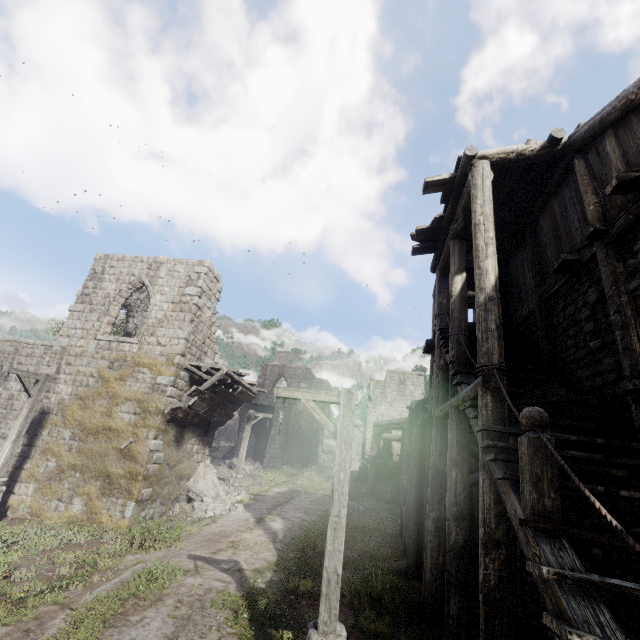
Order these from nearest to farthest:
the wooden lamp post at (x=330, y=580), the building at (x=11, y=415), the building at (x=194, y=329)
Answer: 1. the wooden lamp post at (x=330, y=580)
2. the building at (x=194, y=329)
3. the building at (x=11, y=415)

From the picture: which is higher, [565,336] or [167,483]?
[565,336]

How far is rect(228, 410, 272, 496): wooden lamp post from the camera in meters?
17.8 m

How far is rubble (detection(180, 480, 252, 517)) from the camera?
14.30m

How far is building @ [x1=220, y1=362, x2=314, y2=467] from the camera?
31.0m

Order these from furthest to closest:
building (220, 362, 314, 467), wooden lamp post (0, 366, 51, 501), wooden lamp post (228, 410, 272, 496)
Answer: building (220, 362, 314, 467) → wooden lamp post (228, 410, 272, 496) → wooden lamp post (0, 366, 51, 501)

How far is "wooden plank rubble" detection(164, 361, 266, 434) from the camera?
13.4 meters

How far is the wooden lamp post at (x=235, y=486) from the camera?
17.81m
